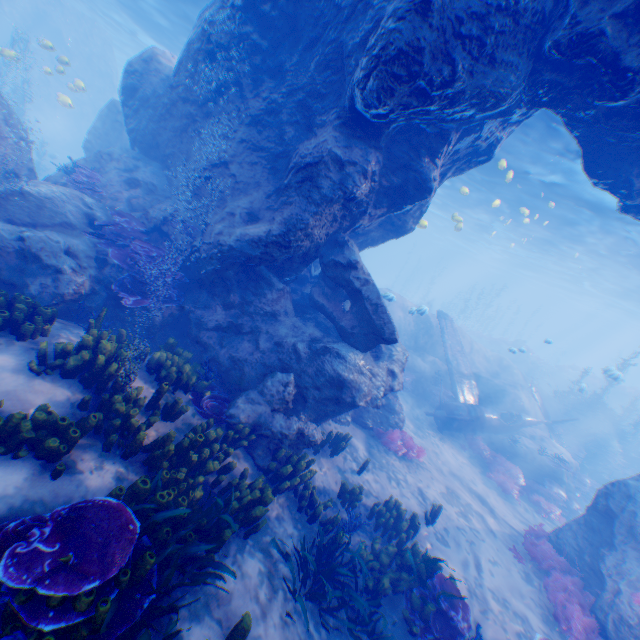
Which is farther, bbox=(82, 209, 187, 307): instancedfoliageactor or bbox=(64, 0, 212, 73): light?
bbox=(64, 0, 212, 73): light

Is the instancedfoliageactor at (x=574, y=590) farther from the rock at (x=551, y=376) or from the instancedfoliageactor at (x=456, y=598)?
the rock at (x=551, y=376)

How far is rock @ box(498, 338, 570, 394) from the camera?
32.3 meters

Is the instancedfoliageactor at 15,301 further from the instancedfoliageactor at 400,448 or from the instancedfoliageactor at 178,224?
the instancedfoliageactor at 400,448

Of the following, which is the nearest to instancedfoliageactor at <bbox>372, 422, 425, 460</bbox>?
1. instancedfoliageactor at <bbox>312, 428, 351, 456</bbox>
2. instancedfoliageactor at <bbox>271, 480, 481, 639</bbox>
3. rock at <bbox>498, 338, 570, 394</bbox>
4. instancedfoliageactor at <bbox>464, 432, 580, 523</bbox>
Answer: instancedfoliageactor at <bbox>312, 428, 351, 456</bbox>

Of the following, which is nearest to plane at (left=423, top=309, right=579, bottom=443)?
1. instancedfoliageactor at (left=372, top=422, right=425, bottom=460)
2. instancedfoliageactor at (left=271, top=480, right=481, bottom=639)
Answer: instancedfoliageactor at (left=372, top=422, right=425, bottom=460)

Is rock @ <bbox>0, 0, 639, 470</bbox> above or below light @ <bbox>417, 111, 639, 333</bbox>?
below

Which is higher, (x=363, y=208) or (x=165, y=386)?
(x=363, y=208)
